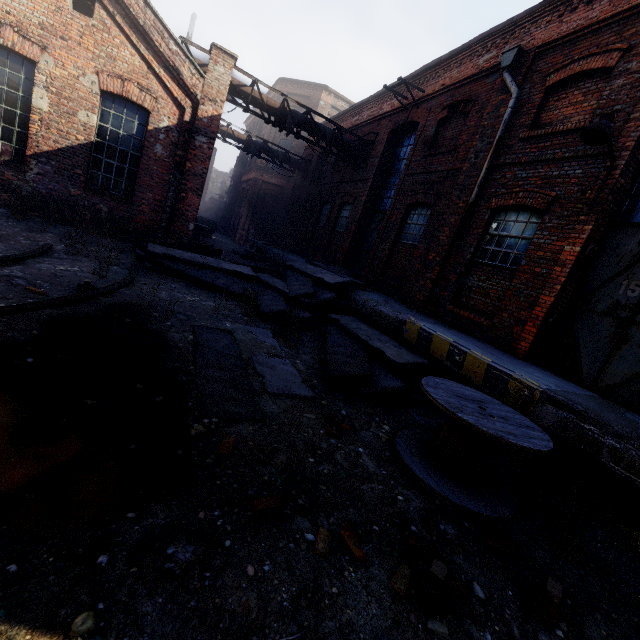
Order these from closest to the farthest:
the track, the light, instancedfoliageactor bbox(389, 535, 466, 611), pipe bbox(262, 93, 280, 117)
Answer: instancedfoliageactor bbox(389, 535, 466, 611), the track, the light, pipe bbox(262, 93, 280, 117)

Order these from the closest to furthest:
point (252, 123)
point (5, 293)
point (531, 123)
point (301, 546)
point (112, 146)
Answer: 1. point (301, 546)
2. point (5, 293)
3. point (531, 123)
4. point (112, 146)
5. point (252, 123)

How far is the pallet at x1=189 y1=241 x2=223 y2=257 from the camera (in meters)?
11.79

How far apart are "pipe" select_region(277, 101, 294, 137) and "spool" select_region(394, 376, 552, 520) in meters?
11.9

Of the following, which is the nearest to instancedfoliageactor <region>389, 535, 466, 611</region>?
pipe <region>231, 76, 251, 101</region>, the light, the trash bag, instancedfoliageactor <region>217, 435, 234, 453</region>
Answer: instancedfoliageactor <region>217, 435, 234, 453</region>

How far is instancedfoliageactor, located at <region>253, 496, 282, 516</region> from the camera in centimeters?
252cm

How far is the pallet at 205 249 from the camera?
11.79m

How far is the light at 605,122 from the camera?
5.00m
